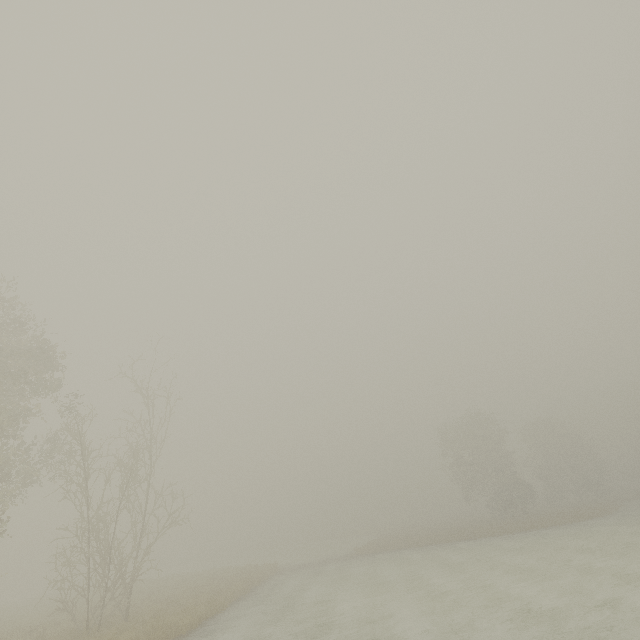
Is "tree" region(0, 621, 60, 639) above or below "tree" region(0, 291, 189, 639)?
below

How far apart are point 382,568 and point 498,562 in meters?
8.0

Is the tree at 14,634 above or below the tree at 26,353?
below
